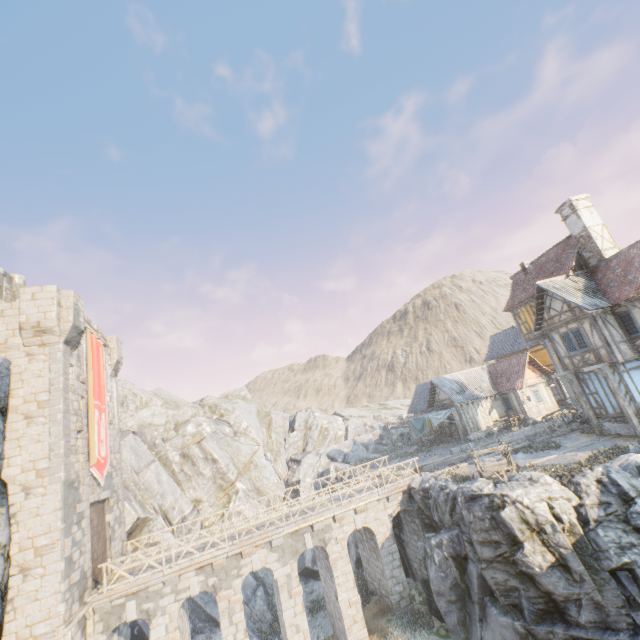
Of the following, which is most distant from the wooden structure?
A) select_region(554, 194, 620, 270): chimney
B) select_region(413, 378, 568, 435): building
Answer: select_region(554, 194, 620, 270): chimney

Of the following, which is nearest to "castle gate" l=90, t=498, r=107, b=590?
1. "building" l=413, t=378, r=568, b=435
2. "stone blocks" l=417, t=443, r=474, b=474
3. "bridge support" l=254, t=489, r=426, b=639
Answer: "bridge support" l=254, t=489, r=426, b=639

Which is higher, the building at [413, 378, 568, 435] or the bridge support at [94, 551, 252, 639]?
the building at [413, 378, 568, 435]

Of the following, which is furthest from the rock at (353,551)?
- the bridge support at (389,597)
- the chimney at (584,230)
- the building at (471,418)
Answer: the chimney at (584,230)

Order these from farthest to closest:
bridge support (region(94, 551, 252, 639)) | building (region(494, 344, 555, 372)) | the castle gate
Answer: building (region(494, 344, 555, 372)) → the castle gate → bridge support (region(94, 551, 252, 639))

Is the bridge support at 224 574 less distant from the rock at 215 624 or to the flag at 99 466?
the rock at 215 624

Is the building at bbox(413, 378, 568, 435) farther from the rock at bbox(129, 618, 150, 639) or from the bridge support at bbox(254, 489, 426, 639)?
the bridge support at bbox(254, 489, 426, 639)

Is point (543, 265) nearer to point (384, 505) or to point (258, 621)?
point (384, 505)
